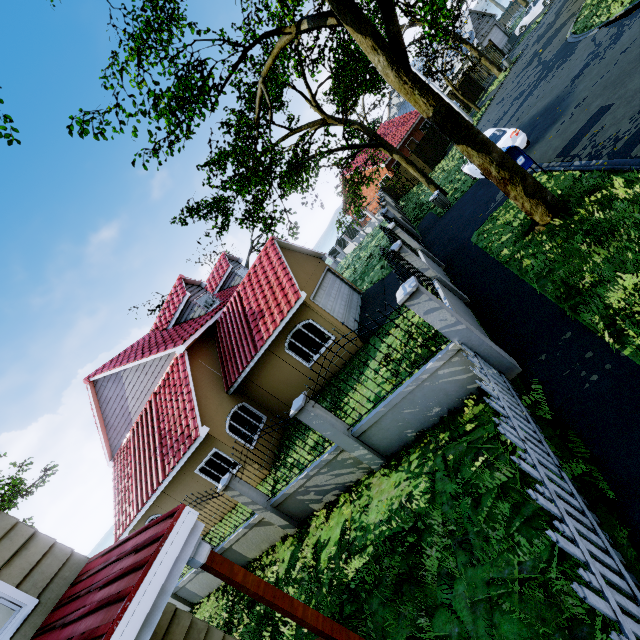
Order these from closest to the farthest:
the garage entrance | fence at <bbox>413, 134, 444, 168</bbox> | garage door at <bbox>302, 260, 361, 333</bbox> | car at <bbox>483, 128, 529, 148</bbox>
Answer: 1. car at <bbox>483, 128, 529, 148</bbox>
2. garage door at <bbox>302, 260, 361, 333</bbox>
3. the garage entrance
4. fence at <bbox>413, 134, 444, 168</bbox>

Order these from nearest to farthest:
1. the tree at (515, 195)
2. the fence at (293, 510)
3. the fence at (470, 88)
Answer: the fence at (293, 510), the tree at (515, 195), the fence at (470, 88)

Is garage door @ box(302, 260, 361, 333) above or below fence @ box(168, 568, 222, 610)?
above

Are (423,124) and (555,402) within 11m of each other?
no

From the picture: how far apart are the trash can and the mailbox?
5.9m

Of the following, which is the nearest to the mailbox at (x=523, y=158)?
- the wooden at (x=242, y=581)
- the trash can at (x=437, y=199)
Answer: the trash can at (x=437, y=199)

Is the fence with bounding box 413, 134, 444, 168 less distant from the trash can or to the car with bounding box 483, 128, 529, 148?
the trash can

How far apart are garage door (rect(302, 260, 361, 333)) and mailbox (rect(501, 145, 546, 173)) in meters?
7.8 m
